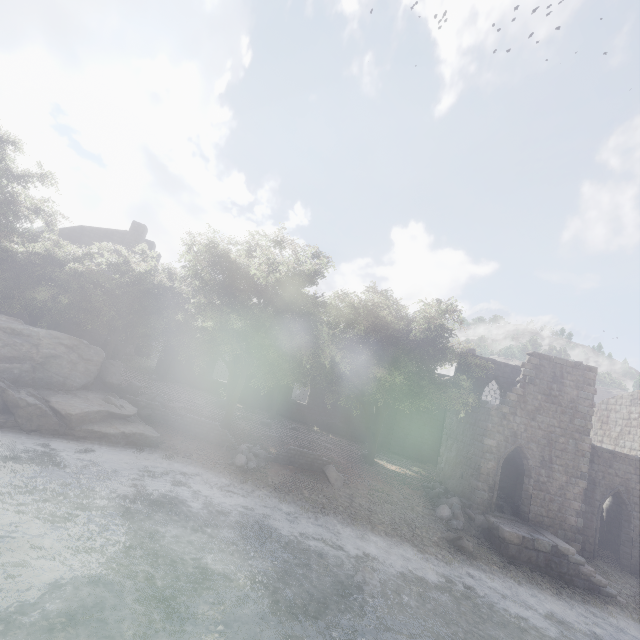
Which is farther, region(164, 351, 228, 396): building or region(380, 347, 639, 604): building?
region(164, 351, 228, 396): building

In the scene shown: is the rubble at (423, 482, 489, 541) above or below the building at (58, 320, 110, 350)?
below

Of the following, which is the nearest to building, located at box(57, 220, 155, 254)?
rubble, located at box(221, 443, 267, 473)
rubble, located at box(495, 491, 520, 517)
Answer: rubble, located at box(495, 491, 520, 517)

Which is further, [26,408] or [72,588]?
[26,408]

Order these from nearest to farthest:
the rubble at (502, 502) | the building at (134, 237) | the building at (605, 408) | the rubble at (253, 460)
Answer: the rubble at (253, 460)
the building at (605, 408)
the rubble at (502, 502)
the building at (134, 237)

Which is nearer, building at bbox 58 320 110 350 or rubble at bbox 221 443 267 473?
rubble at bbox 221 443 267 473

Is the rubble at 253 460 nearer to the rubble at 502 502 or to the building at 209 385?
the building at 209 385

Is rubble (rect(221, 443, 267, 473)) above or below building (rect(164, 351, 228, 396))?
below
